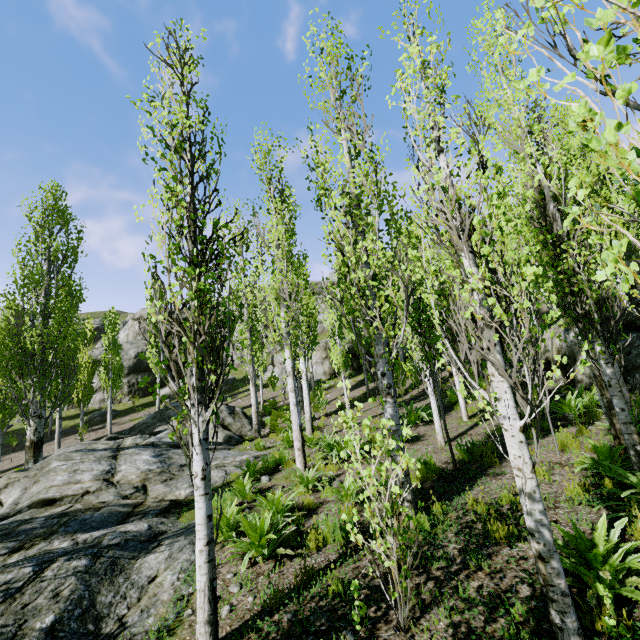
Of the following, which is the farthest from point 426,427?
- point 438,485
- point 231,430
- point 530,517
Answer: point 231,430

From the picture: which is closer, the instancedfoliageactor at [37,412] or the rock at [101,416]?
the instancedfoliageactor at [37,412]

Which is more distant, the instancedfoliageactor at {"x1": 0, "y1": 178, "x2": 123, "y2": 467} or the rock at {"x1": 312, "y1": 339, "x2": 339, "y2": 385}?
→ the rock at {"x1": 312, "y1": 339, "x2": 339, "y2": 385}

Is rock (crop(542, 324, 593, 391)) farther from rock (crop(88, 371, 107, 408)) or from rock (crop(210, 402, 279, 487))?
rock (crop(88, 371, 107, 408))

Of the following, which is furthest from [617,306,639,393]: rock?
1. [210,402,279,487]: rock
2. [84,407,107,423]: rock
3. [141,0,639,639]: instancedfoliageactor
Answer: [84,407,107,423]: rock

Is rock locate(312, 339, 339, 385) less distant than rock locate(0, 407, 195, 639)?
No

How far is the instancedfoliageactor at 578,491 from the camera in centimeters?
482cm

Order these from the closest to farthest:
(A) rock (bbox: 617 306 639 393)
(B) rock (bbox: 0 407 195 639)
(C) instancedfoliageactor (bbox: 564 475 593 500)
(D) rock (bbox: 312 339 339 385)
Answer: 1. (B) rock (bbox: 0 407 195 639)
2. (C) instancedfoliageactor (bbox: 564 475 593 500)
3. (A) rock (bbox: 617 306 639 393)
4. (D) rock (bbox: 312 339 339 385)
